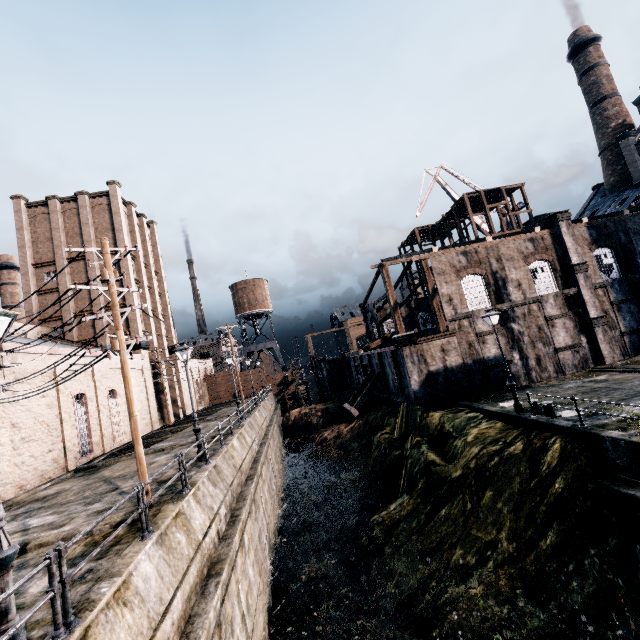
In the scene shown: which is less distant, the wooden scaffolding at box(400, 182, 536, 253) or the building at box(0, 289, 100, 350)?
the building at box(0, 289, 100, 350)

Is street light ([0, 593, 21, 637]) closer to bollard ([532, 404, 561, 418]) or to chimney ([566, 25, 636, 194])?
bollard ([532, 404, 561, 418])

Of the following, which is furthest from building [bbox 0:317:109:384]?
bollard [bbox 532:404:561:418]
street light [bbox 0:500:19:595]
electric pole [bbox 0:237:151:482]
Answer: bollard [bbox 532:404:561:418]

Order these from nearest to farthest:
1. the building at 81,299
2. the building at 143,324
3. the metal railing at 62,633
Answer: the metal railing at 62,633, the building at 81,299, the building at 143,324

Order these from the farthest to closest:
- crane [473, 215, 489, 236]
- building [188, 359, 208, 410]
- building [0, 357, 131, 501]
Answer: crane [473, 215, 489, 236] < building [188, 359, 208, 410] < building [0, 357, 131, 501]

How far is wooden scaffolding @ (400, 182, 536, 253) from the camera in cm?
4294

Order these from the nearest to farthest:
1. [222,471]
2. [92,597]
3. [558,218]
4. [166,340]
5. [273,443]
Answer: [92,597]
[222,471]
[558,218]
[273,443]
[166,340]

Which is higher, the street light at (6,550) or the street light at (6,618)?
the street light at (6,550)
